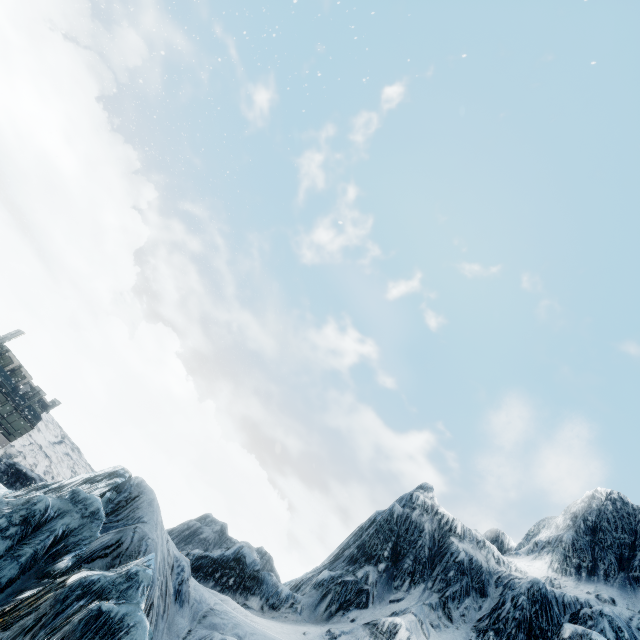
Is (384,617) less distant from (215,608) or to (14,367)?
(215,608)
